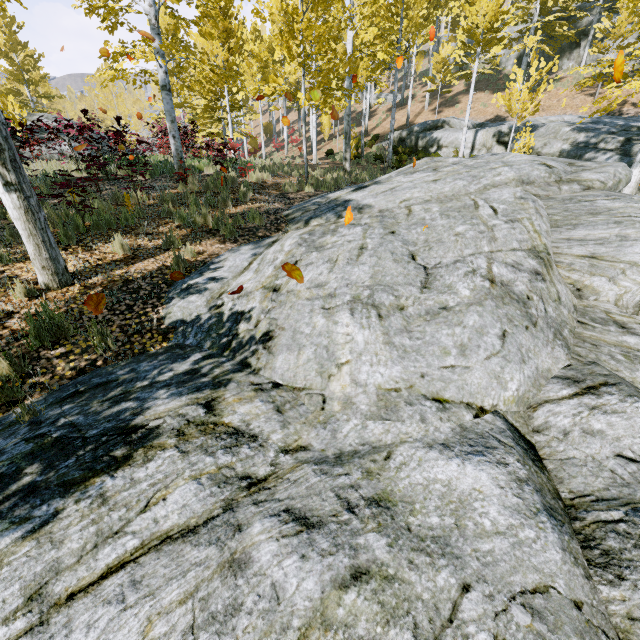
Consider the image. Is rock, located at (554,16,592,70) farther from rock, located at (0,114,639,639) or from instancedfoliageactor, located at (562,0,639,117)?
rock, located at (0,114,639,639)

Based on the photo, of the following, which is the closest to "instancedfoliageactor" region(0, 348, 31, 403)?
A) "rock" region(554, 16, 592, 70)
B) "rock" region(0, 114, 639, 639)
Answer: "rock" region(0, 114, 639, 639)

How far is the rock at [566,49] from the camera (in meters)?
21.92

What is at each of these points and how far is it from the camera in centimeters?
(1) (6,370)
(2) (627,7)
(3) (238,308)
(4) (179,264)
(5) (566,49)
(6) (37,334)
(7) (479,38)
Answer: (1) instancedfoliageactor, 338cm
(2) instancedfoliageactor, 832cm
(3) rock, 441cm
(4) instancedfoliageactor, 536cm
(5) rock, 2316cm
(6) instancedfoliageactor, 379cm
(7) instancedfoliageactor, 2423cm

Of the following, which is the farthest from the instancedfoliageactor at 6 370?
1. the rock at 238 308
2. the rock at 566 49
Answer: the rock at 566 49

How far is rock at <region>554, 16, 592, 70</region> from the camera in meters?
21.9

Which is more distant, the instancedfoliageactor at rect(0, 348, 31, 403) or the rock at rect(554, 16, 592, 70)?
the rock at rect(554, 16, 592, 70)
